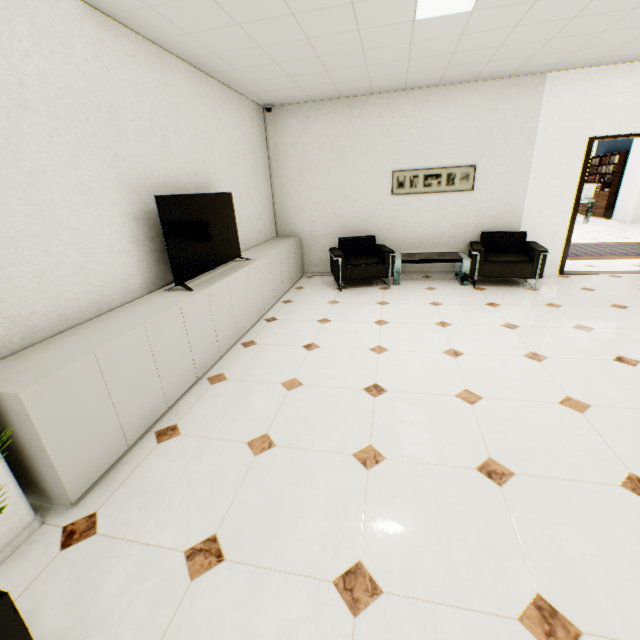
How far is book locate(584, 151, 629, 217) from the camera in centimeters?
1127cm

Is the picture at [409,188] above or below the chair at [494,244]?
above

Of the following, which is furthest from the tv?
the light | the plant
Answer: the light

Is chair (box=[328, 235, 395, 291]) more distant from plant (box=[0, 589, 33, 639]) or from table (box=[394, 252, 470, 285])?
plant (box=[0, 589, 33, 639])

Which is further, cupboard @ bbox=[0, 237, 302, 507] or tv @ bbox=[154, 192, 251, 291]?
tv @ bbox=[154, 192, 251, 291]

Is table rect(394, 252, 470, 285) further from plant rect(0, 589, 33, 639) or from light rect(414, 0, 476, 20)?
plant rect(0, 589, 33, 639)

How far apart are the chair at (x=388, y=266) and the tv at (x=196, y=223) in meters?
1.5

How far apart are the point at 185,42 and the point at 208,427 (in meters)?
A: 3.56
